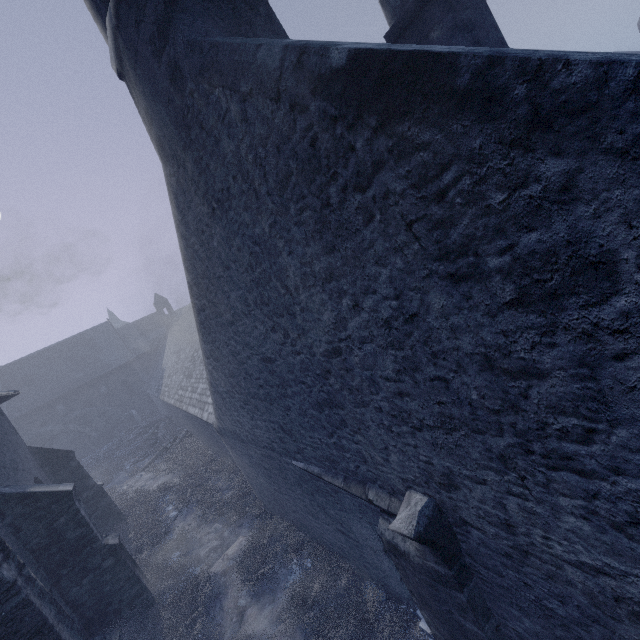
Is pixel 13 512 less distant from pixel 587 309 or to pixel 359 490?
pixel 359 490

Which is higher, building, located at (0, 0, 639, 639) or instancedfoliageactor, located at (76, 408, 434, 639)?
building, located at (0, 0, 639, 639)

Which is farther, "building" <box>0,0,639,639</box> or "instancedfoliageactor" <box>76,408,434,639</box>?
"instancedfoliageactor" <box>76,408,434,639</box>

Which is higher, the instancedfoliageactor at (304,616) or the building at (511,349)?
the building at (511,349)

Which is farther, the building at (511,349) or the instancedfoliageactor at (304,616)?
the instancedfoliageactor at (304,616)
